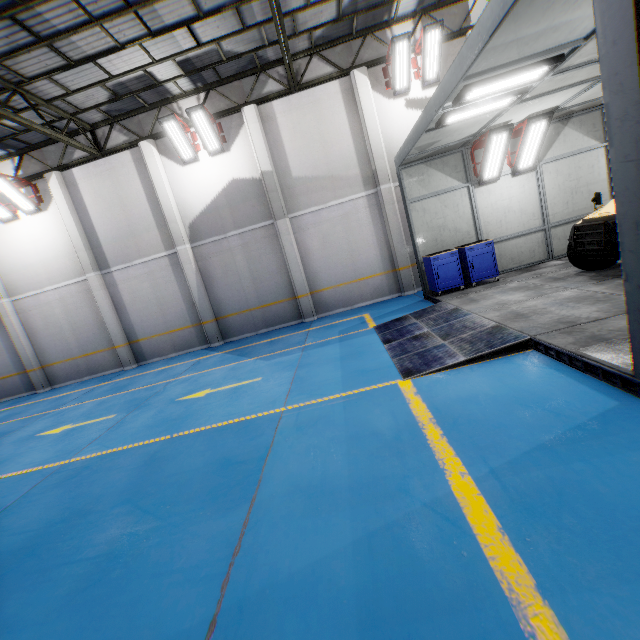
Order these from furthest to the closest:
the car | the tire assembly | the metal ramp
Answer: the tire assembly → the car → the metal ramp

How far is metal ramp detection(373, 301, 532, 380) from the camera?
5.0 meters

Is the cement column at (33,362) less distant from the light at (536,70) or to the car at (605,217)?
the light at (536,70)

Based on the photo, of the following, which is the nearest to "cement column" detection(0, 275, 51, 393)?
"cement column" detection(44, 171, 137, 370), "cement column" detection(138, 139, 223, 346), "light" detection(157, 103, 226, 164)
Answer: "cement column" detection(44, 171, 137, 370)

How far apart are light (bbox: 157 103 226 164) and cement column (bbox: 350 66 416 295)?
4.8m

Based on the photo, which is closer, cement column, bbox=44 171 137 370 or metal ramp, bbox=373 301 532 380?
metal ramp, bbox=373 301 532 380

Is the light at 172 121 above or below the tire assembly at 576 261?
above

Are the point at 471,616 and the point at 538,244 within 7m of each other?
no
